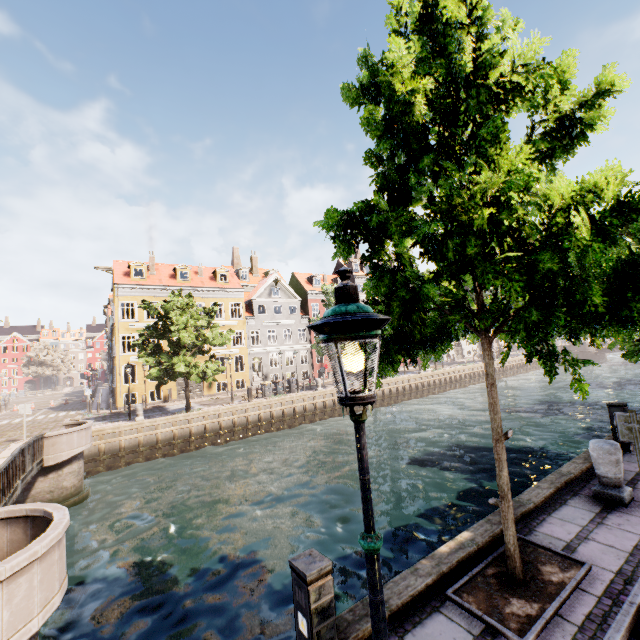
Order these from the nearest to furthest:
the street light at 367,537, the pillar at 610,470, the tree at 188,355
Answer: the street light at 367,537
the pillar at 610,470
the tree at 188,355

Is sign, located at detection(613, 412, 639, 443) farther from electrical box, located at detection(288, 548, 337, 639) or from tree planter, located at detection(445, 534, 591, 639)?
electrical box, located at detection(288, 548, 337, 639)

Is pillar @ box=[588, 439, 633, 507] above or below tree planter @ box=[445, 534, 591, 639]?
above

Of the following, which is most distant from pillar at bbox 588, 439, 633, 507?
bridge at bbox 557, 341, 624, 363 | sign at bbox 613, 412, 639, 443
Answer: bridge at bbox 557, 341, 624, 363

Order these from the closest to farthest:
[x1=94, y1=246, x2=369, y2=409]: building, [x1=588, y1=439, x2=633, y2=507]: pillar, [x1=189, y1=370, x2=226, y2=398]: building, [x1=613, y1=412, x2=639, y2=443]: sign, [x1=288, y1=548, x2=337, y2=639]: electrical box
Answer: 1. [x1=288, y1=548, x2=337, y2=639]: electrical box
2. [x1=613, y1=412, x2=639, y2=443]: sign
3. [x1=588, y1=439, x2=633, y2=507]: pillar
4. [x1=94, y1=246, x2=369, y2=409]: building
5. [x1=189, y1=370, x2=226, y2=398]: building

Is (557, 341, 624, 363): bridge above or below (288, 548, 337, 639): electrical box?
below

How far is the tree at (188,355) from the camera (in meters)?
20.77

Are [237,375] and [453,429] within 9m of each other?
no
